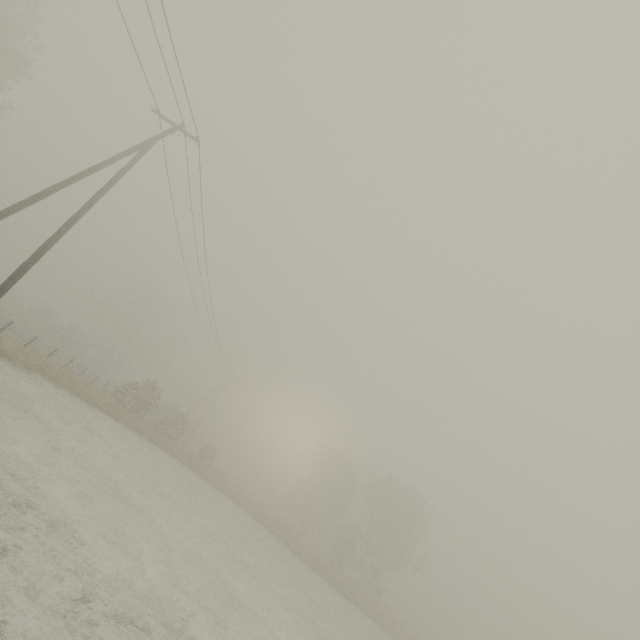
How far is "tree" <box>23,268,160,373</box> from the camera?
43.9m

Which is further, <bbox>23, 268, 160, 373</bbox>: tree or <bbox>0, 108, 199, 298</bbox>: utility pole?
<bbox>23, 268, 160, 373</bbox>: tree

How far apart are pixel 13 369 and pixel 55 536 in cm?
1349

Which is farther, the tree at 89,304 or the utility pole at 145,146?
the tree at 89,304

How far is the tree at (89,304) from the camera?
43.91m
